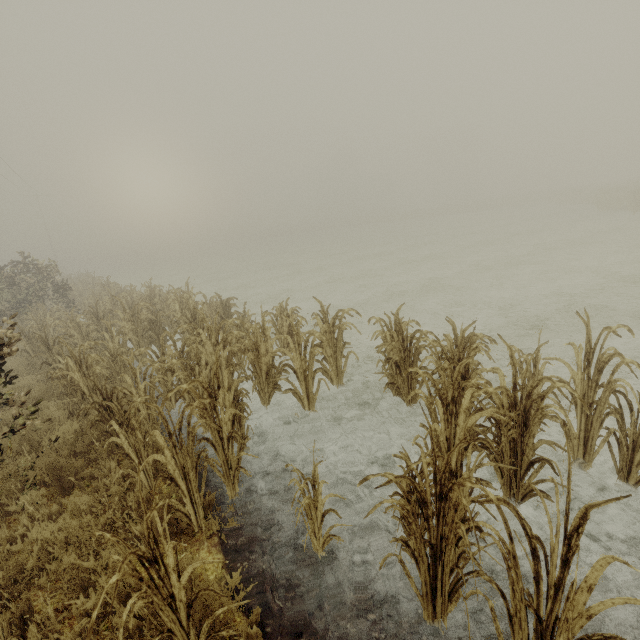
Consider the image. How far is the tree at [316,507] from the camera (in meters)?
2.95

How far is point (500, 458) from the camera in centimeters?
363cm

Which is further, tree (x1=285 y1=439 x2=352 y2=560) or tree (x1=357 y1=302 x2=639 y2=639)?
tree (x1=285 y1=439 x2=352 y2=560)

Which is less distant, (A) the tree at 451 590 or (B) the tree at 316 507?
(A) the tree at 451 590

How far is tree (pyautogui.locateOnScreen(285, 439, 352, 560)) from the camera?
3.0 meters
